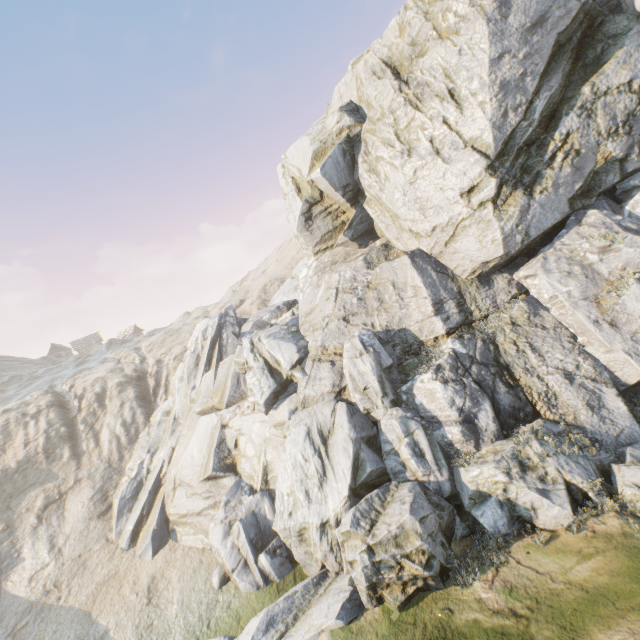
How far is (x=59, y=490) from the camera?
24.31m
